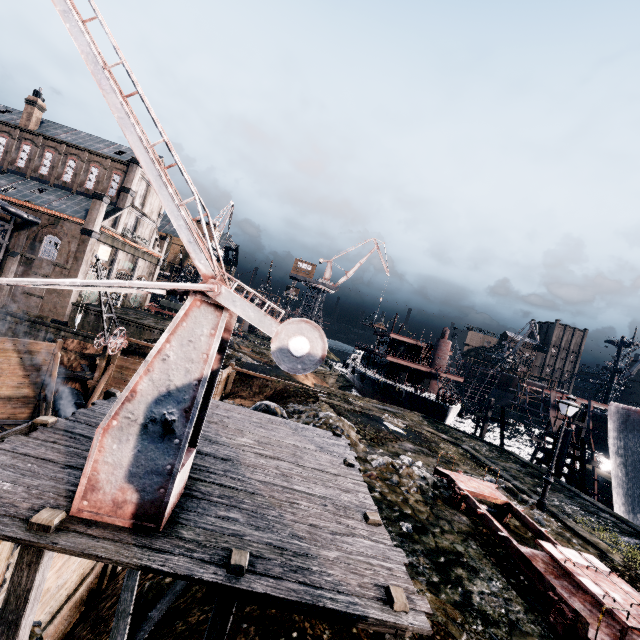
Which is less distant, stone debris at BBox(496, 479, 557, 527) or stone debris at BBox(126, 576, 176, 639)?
stone debris at BBox(126, 576, 176, 639)

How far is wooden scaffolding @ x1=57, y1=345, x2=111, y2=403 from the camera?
25.50m

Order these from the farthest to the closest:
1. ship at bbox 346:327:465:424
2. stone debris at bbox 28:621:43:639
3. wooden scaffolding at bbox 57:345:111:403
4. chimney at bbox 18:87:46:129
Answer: chimney at bbox 18:87:46:129 < ship at bbox 346:327:465:424 < wooden scaffolding at bbox 57:345:111:403 < stone debris at bbox 28:621:43:639

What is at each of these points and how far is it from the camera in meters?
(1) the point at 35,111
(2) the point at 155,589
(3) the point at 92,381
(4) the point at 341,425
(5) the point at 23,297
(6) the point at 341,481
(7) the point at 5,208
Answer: (1) chimney, 43.2 m
(2) stone debris, 7.5 m
(3) wooden scaffolding, 25.6 m
(4) stone debris, 18.7 m
(5) building, 37.5 m
(6) wooden scaffolding, 9.7 m
(7) silo, 34.2 m

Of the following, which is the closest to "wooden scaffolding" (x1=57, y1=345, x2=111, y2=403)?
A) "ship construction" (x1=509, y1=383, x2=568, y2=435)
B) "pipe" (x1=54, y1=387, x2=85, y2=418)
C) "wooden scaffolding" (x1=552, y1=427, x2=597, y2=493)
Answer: "pipe" (x1=54, y1=387, x2=85, y2=418)

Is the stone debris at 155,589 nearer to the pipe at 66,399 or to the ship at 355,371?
the pipe at 66,399

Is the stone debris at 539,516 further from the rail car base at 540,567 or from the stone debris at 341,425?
the stone debris at 341,425

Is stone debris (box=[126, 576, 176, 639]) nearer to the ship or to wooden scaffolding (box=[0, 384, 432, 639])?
wooden scaffolding (box=[0, 384, 432, 639])
